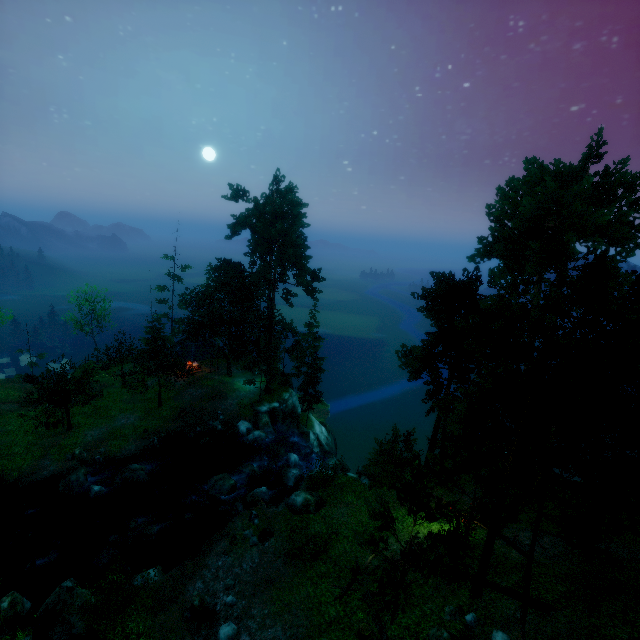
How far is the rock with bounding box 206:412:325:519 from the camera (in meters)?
22.83

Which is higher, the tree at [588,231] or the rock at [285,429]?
the tree at [588,231]

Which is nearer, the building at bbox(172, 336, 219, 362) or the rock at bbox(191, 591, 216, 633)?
the rock at bbox(191, 591, 216, 633)

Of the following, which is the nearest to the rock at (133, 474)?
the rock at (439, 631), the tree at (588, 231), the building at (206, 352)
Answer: the tree at (588, 231)

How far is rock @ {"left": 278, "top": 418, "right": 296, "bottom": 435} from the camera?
37.28m

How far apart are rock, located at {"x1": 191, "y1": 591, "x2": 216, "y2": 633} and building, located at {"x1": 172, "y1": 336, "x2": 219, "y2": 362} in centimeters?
2547cm

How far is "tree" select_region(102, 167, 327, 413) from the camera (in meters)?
34.31

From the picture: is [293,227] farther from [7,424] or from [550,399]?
[7,424]
